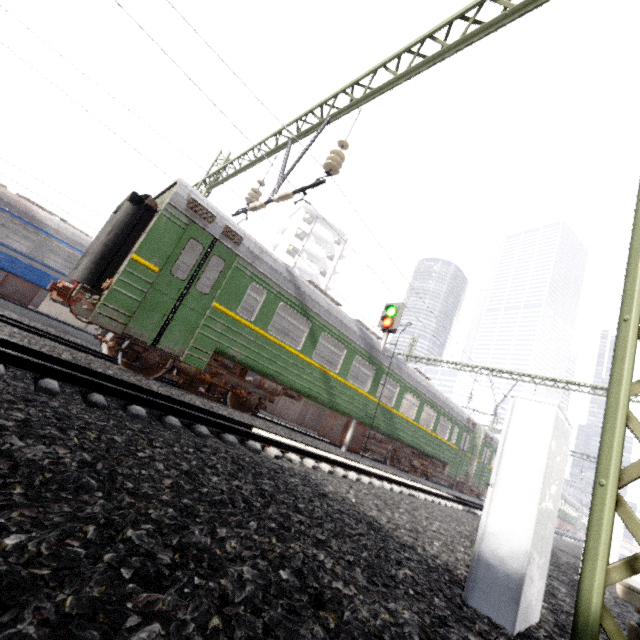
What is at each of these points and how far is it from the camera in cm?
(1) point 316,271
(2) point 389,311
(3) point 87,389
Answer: (1) building, 4766
(2) traffic signal, 1271
(3) train track, 399

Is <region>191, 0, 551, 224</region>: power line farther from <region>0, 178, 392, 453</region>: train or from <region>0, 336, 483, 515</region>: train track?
<region>0, 336, 483, 515</region>: train track

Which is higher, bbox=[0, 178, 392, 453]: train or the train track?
bbox=[0, 178, 392, 453]: train

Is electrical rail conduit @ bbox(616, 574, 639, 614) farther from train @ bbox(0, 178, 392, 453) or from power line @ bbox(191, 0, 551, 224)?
train @ bbox(0, 178, 392, 453)

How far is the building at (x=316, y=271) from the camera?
46.9m

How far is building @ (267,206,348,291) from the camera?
46.9m

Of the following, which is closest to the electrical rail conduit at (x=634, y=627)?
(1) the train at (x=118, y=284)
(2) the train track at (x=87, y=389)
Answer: (2) the train track at (x=87, y=389)

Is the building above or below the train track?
above
